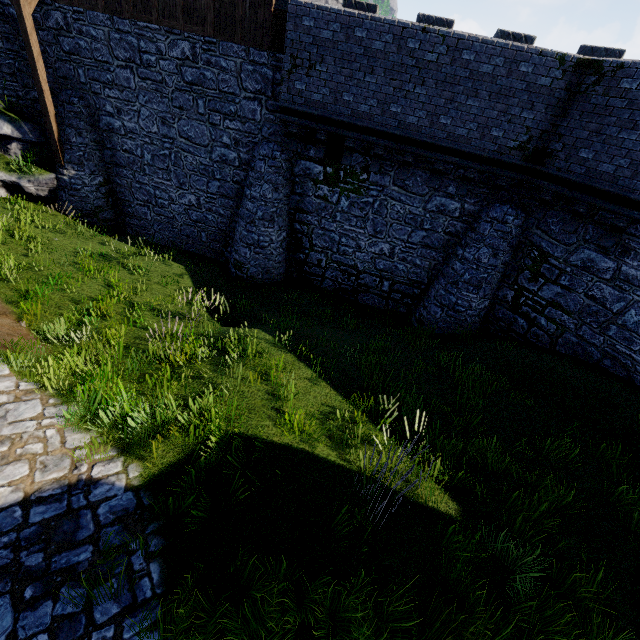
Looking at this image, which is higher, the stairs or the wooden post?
the stairs

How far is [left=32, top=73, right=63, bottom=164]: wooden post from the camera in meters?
11.5

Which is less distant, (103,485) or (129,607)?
(129,607)

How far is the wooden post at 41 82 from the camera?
11.5 meters

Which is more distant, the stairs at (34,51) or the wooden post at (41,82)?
the wooden post at (41,82)

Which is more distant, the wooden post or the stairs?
the wooden post
